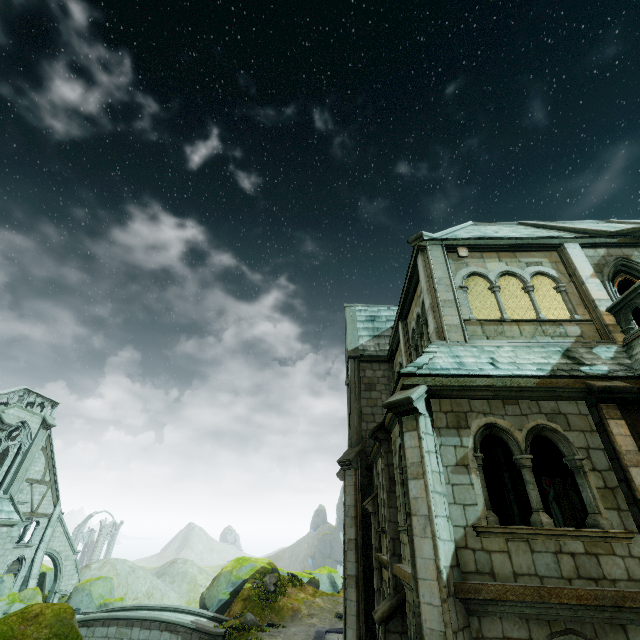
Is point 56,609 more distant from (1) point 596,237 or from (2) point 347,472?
(1) point 596,237

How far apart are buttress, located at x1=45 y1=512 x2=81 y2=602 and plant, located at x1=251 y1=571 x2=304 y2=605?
18.4m

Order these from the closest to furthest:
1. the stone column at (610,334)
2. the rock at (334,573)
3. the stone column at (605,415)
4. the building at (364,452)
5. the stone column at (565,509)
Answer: the stone column at (605,415) → the stone column at (610,334) → the building at (364,452) → the stone column at (565,509) → the rock at (334,573)

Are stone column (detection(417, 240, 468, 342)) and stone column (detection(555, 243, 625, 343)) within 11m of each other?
yes

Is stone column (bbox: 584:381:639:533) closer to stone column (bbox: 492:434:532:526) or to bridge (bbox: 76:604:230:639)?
stone column (bbox: 492:434:532:526)

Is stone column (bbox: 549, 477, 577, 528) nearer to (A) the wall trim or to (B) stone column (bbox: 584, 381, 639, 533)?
(A) the wall trim

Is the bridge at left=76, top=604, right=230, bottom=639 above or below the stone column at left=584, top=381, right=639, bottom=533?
below

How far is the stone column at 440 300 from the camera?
8.97m
